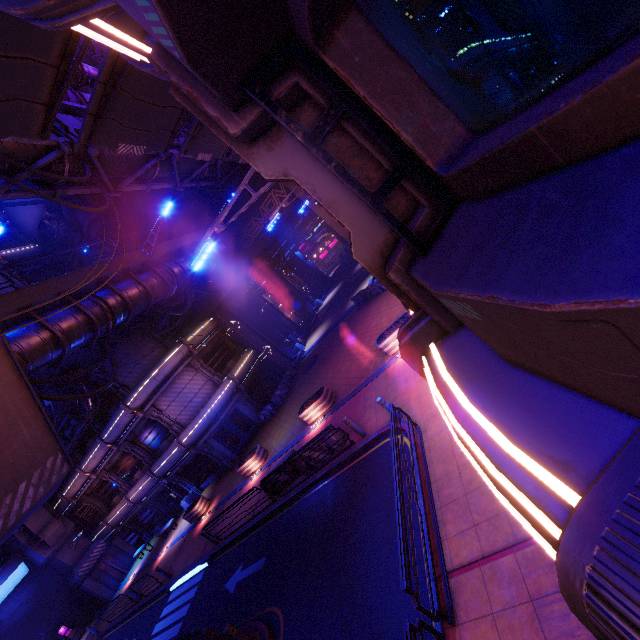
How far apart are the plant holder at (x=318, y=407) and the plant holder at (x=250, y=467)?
Result: 4.1m

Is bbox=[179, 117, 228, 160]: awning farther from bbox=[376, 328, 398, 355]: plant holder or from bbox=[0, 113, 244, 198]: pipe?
bbox=[376, 328, 398, 355]: plant holder

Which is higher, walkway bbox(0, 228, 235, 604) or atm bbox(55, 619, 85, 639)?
walkway bbox(0, 228, 235, 604)

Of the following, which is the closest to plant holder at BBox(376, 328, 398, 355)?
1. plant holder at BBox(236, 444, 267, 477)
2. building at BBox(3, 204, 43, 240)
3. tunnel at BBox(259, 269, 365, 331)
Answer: plant holder at BBox(236, 444, 267, 477)

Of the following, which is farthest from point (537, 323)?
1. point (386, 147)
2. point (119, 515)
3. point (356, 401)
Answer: point (119, 515)

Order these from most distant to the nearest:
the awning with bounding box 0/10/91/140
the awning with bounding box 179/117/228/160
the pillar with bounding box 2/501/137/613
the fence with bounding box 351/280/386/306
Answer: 1. the pillar with bounding box 2/501/137/613
2. the fence with bounding box 351/280/386/306
3. the awning with bounding box 179/117/228/160
4. the awning with bounding box 0/10/91/140

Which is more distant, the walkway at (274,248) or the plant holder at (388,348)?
A: the walkway at (274,248)

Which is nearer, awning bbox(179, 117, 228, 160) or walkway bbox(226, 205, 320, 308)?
awning bbox(179, 117, 228, 160)
